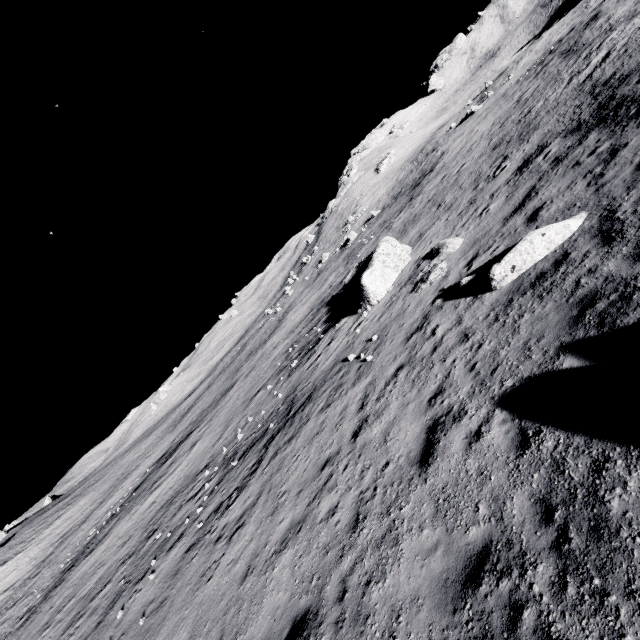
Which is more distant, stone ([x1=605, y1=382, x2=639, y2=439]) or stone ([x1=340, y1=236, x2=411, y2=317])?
stone ([x1=340, y1=236, x2=411, y2=317])

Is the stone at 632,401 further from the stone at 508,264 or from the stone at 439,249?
the stone at 439,249

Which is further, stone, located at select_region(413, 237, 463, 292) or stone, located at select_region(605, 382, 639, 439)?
stone, located at select_region(413, 237, 463, 292)

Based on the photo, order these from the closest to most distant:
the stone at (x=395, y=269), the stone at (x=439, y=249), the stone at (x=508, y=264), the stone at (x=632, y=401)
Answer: the stone at (x=632, y=401)
the stone at (x=508, y=264)
the stone at (x=439, y=249)
the stone at (x=395, y=269)

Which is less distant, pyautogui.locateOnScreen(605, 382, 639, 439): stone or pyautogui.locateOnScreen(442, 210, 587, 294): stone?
pyautogui.locateOnScreen(605, 382, 639, 439): stone

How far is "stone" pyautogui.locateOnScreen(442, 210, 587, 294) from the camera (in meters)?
9.43

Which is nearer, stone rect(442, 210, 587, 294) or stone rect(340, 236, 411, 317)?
stone rect(442, 210, 587, 294)

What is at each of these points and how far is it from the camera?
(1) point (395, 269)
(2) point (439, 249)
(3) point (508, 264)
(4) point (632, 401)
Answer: (1) stone, 20.0m
(2) stone, 16.9m
(3) stone, 10.0m
(4) stone, 4.6m
